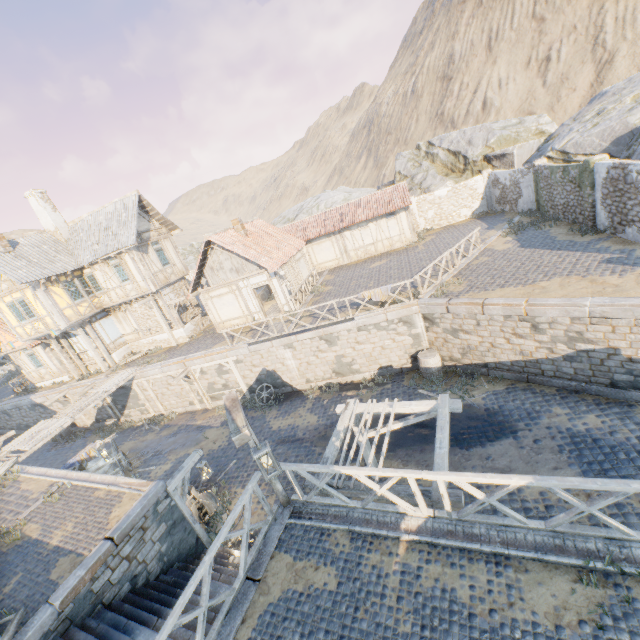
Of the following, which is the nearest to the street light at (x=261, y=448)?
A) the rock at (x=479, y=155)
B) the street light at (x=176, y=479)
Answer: the street light at (x=176, y=479)

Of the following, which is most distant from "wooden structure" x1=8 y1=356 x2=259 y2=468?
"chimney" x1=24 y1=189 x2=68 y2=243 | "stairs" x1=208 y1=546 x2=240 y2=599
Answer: "stairs" x1=208 y1=546 x2=240 y2=599

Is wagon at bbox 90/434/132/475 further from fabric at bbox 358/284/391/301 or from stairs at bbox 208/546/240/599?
fabric at bbox 358/284/391/301

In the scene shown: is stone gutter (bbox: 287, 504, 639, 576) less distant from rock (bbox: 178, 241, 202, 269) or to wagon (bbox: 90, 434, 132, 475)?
rock (bbox: 178, 241, 202, 269)

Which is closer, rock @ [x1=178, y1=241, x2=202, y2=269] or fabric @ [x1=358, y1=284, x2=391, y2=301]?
fabric @ [x1=358, y1=284, x2=391, y2=301]

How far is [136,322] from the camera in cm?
2278

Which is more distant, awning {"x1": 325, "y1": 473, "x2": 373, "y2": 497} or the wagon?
the wagon

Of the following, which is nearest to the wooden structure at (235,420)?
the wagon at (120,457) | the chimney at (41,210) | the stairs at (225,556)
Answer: the wagon at (120,457)
